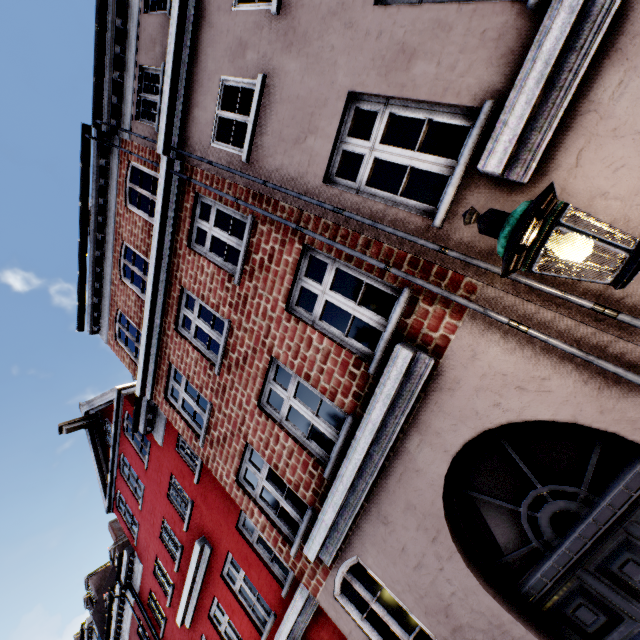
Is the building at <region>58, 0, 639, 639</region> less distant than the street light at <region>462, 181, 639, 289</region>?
No

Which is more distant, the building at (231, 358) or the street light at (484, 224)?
the building at (231, 358)

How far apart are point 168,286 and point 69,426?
9.6 meters
